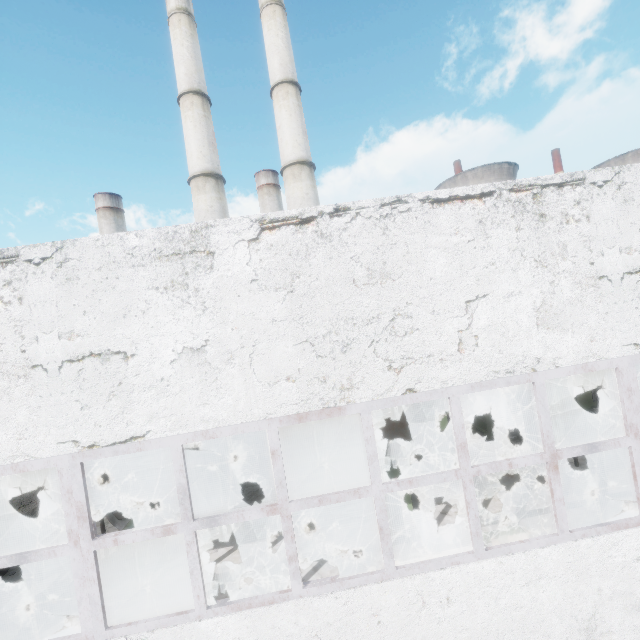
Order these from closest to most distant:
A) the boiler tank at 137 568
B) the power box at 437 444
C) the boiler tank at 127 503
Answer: the boiler tank at 137 568 → the boiler tank at 127 503 → the power box at 437 444

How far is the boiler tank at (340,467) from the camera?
10.94m

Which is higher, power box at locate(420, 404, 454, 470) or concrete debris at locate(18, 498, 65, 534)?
power box at locate(420, 404, 454, 470)

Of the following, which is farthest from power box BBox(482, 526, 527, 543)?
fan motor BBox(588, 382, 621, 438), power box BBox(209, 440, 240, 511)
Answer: fan motor BBox(588, 382, 621, 438)

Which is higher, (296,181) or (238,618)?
(296,181)

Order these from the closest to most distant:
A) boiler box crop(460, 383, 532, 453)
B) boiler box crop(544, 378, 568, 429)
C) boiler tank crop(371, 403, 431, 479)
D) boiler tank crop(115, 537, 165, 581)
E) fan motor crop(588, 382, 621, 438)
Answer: boiler tank crop(115, 537, 165, 581)
boiler tank crop(371, 403, 431, 479)
fan motor crop(588, 382, 621, 438)
boiler box crop(460, 383, 532, 453)
boiler box crop(544, 378, 568, 429)

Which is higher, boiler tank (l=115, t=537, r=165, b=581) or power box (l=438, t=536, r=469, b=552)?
power box (l=438, t=536, r=469, b=552)

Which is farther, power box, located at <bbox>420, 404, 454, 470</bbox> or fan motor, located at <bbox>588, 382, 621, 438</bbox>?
fan motor, located at <bbox>588, 382, 621, 438</bbox>
